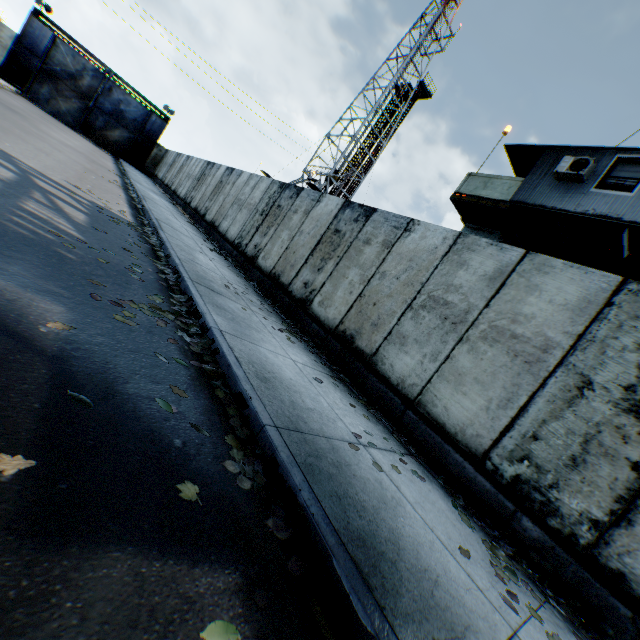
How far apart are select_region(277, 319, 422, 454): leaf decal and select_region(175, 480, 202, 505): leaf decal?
1.87m

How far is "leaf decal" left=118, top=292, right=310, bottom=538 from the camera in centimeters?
215cm

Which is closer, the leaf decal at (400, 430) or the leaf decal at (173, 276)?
the leaf decal at (400, 430)

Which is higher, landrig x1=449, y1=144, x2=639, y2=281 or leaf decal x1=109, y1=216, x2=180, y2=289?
landrig x1=449, y1=144, x2=639, y2=281

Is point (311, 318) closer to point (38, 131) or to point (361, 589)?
point (361, 589)

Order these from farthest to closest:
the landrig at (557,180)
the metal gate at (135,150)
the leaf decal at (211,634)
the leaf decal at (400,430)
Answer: the metal gate at (135,150) < the landrig at (557,180) < the leaf decal at (400,430) < the leaf decal at (211,634)

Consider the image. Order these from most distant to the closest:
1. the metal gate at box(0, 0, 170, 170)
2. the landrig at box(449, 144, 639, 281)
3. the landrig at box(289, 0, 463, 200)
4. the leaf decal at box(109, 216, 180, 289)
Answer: the landrig at box(289, 0, 463, 200) < the metal gate at box(0, 0, 170, 170) < the landrig at box(449, 144, 639, 281) < the leaf decal at box(109, 216, 180, 289)

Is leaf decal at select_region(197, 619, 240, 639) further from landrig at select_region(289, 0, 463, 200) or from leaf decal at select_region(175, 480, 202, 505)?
landrig at select_region(289, 0, 463, 200)
